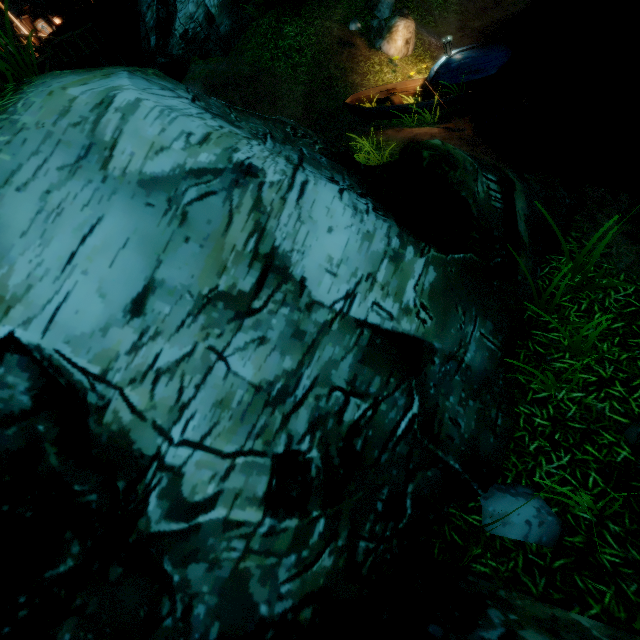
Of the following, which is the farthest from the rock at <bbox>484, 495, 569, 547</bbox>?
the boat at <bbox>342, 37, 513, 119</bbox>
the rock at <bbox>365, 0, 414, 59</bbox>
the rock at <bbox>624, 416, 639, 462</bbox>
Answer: Result: the rock at <bbox>365, 0, 414, 59</bbox>

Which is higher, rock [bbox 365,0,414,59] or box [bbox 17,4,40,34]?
box [bbox 17,4,40,34]

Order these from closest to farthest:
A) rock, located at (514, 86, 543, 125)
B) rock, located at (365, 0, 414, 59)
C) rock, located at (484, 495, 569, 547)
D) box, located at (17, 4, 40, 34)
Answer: rock, located at (484, 495, 569, 547) → rock, located at (514, 86, 543, 125) → rock, located at (365, 0, 414, 59) → box, located at (17, 4, 40, 34)

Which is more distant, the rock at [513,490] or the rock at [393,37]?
the rock at [393,37]

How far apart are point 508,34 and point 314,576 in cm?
1790

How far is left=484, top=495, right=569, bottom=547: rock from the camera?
3.1 meters

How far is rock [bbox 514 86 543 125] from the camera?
8.73m

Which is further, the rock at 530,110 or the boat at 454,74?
the boat at 454,74
